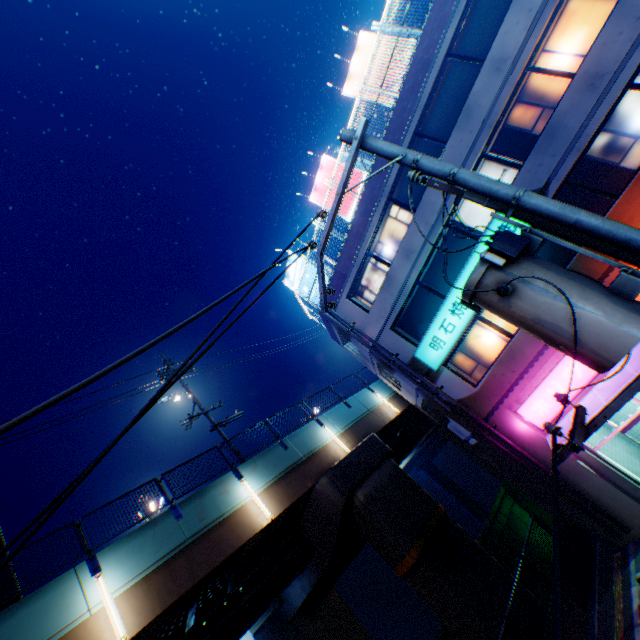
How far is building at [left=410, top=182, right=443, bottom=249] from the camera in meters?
13.4

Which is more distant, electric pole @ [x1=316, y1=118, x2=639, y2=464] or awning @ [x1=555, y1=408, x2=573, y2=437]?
awning @ [x1=555, y1=408, x2=573, y2=437]

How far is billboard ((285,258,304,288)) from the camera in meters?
21.0 m

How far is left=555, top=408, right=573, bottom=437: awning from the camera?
11.7m

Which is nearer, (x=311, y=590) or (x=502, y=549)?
(x=311, y=590)

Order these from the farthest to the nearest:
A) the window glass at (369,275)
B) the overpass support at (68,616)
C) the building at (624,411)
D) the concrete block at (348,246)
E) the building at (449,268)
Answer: the window glass at (369,275)
the concrete block at (348,246)
the building at (449,268)
the building at (624,411)
the overpass support at (68,616)

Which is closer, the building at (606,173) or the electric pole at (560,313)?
the electric pole at (560,313)

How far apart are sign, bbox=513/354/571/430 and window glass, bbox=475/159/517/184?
4.75m
